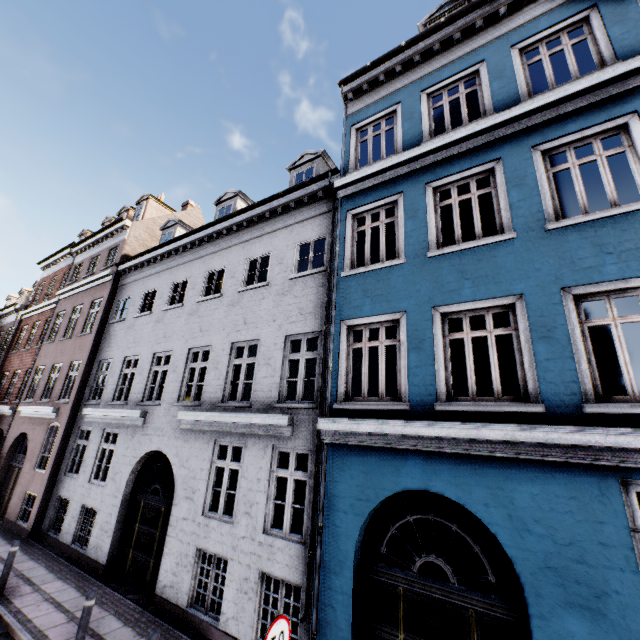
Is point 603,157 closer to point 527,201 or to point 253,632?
point 527,201

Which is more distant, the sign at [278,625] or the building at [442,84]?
the building at [442,84]

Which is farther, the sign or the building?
the building
